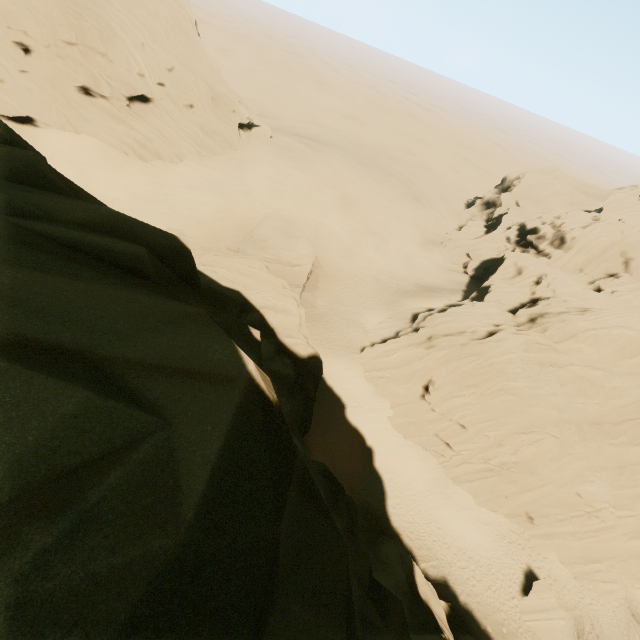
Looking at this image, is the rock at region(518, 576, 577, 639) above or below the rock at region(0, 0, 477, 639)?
below

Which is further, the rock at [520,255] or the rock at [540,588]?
the rock at [520,255]

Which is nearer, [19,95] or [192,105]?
[19,95]

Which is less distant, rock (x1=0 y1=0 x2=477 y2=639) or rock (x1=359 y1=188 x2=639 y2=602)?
rock (x1=0 y1=0 x2=477 y2=639)
